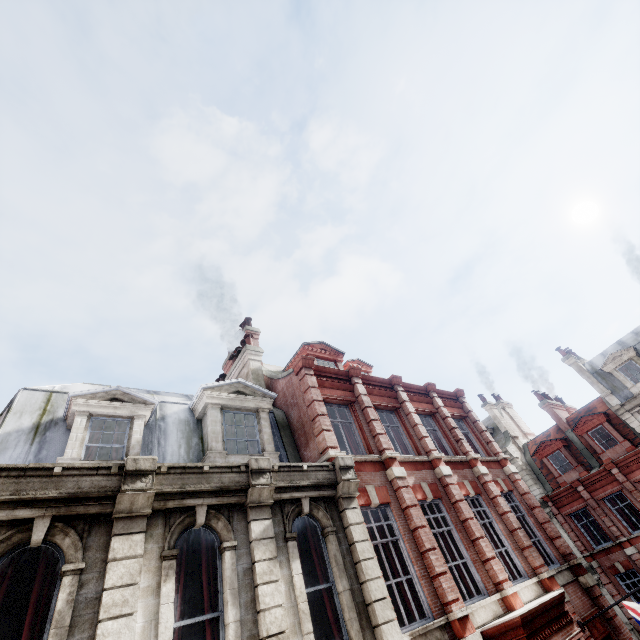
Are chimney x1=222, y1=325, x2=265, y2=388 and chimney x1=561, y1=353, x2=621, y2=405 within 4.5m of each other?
no

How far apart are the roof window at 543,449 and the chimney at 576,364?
4.1m

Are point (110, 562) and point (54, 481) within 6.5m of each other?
yes

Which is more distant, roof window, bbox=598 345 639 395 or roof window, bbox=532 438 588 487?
roof window, bbox=532 438 588 487

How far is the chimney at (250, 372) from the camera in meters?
12.9 m

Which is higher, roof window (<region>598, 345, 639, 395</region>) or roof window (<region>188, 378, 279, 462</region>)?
roof window (<region>598, 345, 639, 395</region>)

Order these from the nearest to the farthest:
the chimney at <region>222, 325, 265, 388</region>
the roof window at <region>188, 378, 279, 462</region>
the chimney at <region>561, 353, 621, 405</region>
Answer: the roof window at <region>188, 378, 279, 462</region>, the chimney at <region>222, 325, 265, 388</region>, the chimney at <region>561, 353, 621, 405</region>

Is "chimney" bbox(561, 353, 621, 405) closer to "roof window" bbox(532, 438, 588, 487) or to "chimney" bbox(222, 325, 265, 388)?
"roof window" bbox(532, 438, 588, 487)
